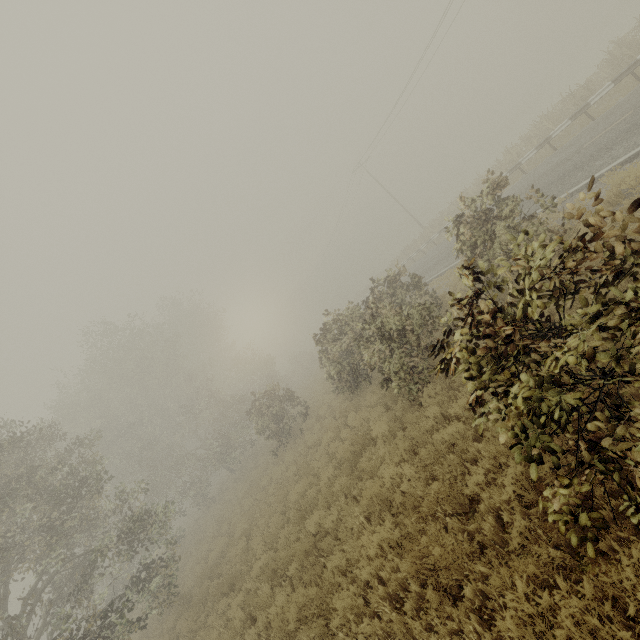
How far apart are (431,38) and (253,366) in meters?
32.8
